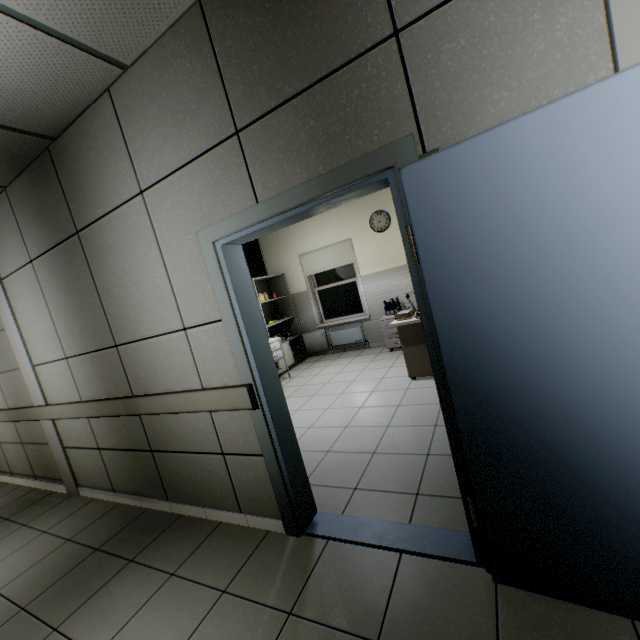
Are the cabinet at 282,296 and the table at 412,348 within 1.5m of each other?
no

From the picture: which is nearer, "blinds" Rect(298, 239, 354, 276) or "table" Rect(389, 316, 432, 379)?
"table" Rect(389, 316, 432, 379)

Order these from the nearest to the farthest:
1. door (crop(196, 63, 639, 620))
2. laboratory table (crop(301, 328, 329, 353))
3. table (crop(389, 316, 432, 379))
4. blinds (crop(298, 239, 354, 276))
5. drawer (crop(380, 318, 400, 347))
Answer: door (crop(196, 63, 639, 620)) → table (crop(389, 316, 432, 379)) → drawer (crop(380, 318, 400, 347)) → blinds (crop(298, 239, 354, 276)) → laboratory table (crop(301, 328, 329, 353))

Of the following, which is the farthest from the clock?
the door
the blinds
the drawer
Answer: the door

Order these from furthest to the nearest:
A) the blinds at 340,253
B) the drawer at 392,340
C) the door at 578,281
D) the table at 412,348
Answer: the blinds at 340,253, the drawer at 392,340, the table at 412,348, the door at 578,281

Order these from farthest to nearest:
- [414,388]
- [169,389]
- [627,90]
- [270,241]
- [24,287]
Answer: [270,241] → [414,388] → [24,287] → [169,389] → [627,90]

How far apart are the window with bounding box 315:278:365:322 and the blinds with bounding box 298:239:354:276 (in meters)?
0.40

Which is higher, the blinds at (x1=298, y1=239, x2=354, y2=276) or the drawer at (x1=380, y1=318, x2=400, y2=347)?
the blinds at (x1=298, y1=239, x2=354, y2=276)
